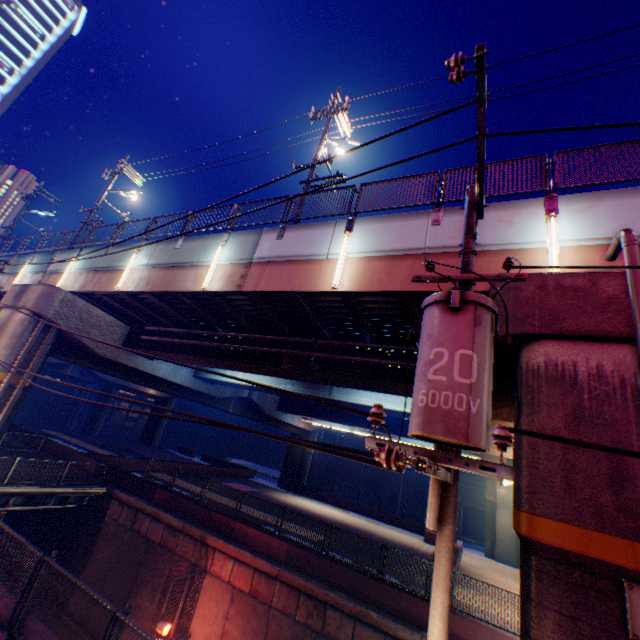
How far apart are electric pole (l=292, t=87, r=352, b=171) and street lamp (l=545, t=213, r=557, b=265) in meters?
8.7

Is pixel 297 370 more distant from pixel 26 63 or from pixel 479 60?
pixel 26 63

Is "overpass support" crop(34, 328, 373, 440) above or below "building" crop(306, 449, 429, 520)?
above

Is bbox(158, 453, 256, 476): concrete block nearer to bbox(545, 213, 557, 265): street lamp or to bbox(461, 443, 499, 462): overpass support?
bbox(461, 443, 499, 462): overpass support

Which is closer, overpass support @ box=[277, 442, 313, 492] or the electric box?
the electric box

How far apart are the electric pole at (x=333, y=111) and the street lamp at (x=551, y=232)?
8.7m

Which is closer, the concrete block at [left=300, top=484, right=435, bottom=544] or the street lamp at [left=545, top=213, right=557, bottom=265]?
the street lamp at [left=545, top=213, right=557, bottom=265]

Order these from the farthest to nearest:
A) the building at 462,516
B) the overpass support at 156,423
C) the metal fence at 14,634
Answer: the overpass support at 156,423
the building at 462,516
the metal fence at 14,634
